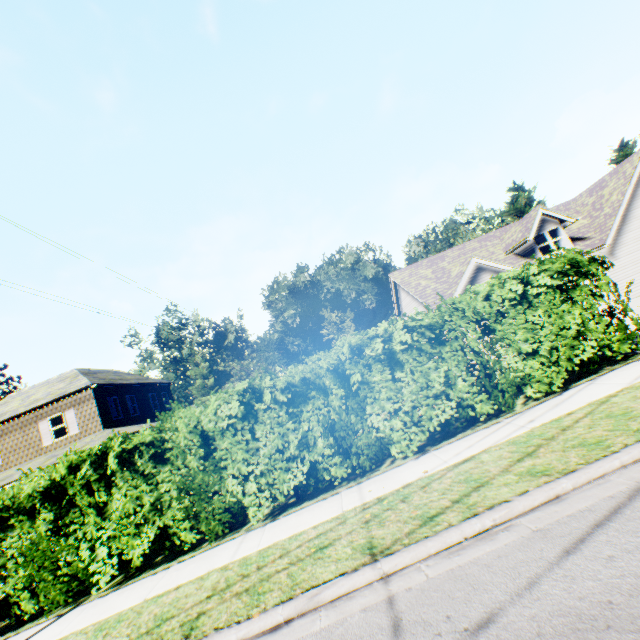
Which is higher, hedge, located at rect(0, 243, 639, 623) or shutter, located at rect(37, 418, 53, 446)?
shutter, located at rect(37, 418, 53, 446)

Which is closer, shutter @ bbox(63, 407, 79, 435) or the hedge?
the hedge

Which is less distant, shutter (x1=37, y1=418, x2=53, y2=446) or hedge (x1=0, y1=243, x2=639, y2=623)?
hedge (x1=0, y1=243, x2=639, y2=623)

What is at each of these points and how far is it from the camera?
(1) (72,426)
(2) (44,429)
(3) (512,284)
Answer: (1) shutter, 20.08m
(2) shutter, 20.09m
(3) hedge, 8.35m

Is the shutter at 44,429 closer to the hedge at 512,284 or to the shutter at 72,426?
the shutter at 72,426

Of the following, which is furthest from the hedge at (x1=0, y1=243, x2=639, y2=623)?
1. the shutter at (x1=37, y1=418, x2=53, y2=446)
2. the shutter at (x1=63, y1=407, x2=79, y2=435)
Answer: the shutter at (x1=37, y1=418, x2=53, y2=446)

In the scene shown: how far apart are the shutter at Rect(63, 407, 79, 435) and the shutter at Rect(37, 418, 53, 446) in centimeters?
99cm
